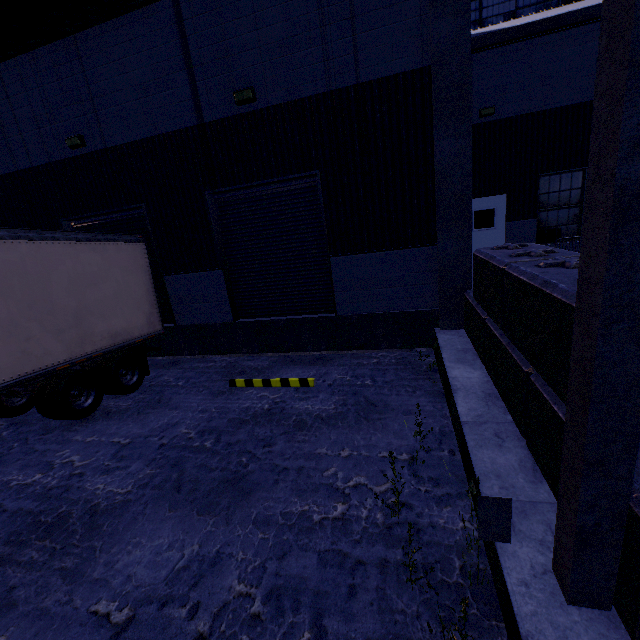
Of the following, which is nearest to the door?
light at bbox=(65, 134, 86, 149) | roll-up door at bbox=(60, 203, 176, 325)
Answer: roll-up door at bbox=(60, 203, 176, 325)

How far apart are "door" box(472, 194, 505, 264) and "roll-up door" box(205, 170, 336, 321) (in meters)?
7.03

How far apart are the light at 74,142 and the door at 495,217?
12.18m

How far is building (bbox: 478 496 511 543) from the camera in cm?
258

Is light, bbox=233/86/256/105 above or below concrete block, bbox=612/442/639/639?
above

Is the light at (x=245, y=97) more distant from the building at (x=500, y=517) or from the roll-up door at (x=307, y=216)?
the roll-up door at (x=307, y=216)

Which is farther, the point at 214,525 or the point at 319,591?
the point at 214,525

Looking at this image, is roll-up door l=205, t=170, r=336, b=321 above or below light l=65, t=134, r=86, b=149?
below
